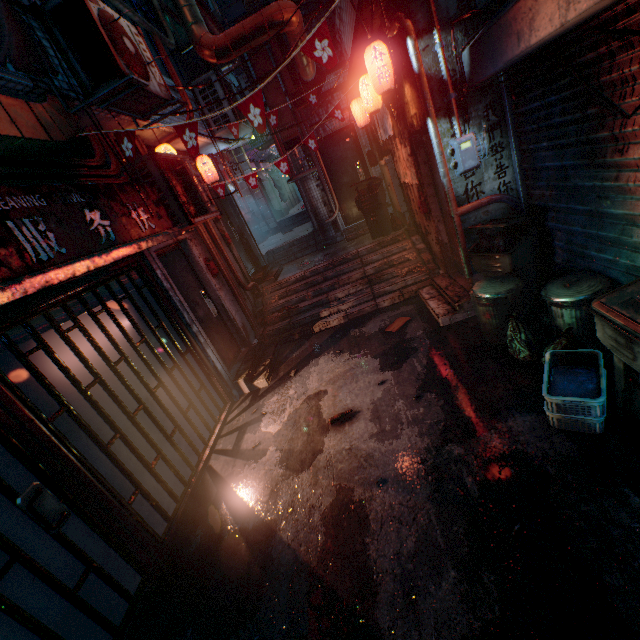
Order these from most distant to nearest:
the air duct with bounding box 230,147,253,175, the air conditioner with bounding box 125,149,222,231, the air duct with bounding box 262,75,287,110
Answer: the air duct with bounding box 230,147,253,175
the air duct with bounding box 262,75,287,110
the air conditioner with bounding box 125,149,222,231

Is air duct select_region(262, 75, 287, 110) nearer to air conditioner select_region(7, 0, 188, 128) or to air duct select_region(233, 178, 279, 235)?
air duct select_region(233, 178, 279, 235)

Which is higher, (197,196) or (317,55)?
(317,55)

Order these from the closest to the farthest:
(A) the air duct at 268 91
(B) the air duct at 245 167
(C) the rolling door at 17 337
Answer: (C) the rolling door at 17 337
(A) the air duct at 268 91
(B) the air duct at 245 167

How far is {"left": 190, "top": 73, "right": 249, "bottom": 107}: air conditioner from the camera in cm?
580

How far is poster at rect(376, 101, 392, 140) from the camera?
5.06m

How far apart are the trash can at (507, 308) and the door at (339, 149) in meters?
5.0 m

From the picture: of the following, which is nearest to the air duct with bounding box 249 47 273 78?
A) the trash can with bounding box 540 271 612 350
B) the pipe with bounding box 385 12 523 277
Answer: the pipe with bounding box 385 12 523 277
